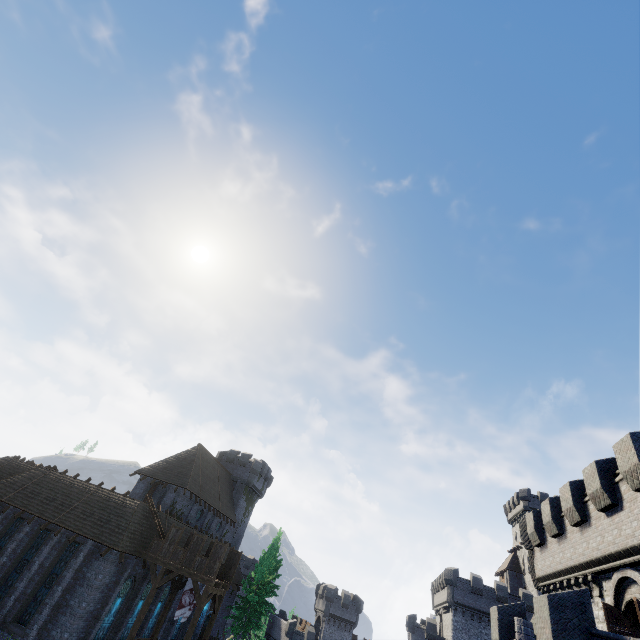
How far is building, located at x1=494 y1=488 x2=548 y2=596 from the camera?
51.0 meters

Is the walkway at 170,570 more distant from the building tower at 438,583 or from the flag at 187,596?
the building tower at 438,583

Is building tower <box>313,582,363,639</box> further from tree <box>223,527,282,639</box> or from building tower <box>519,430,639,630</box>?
building tower <box>519,430,639,630</box>

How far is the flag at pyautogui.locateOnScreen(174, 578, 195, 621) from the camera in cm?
2339

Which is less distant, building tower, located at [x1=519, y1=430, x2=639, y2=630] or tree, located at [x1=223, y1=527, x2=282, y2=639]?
building tower, located at [x1=519, y1=430, x2=639, y2=630]

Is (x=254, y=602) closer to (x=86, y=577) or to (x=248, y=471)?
(x=248, y=471)

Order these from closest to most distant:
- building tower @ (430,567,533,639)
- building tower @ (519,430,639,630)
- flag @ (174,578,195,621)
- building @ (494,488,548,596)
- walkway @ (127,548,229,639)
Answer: building tower @ (519,430,639,630), walkway @ (127,548,229,639), flag @ (174,578,195,621), building tower @ (430,567,533,639), building @ (494,488,548,596)

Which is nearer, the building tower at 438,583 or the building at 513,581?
the building tower at 438,583
